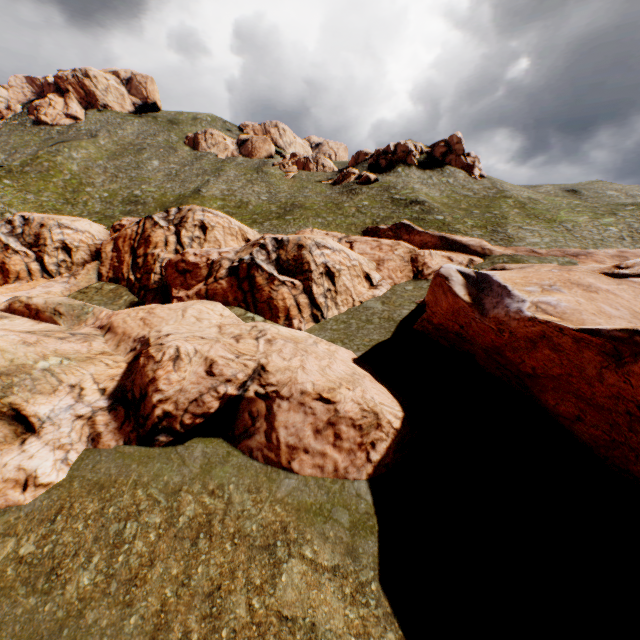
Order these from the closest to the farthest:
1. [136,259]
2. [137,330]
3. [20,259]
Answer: [137,330] → [136,259] → [20,259]
